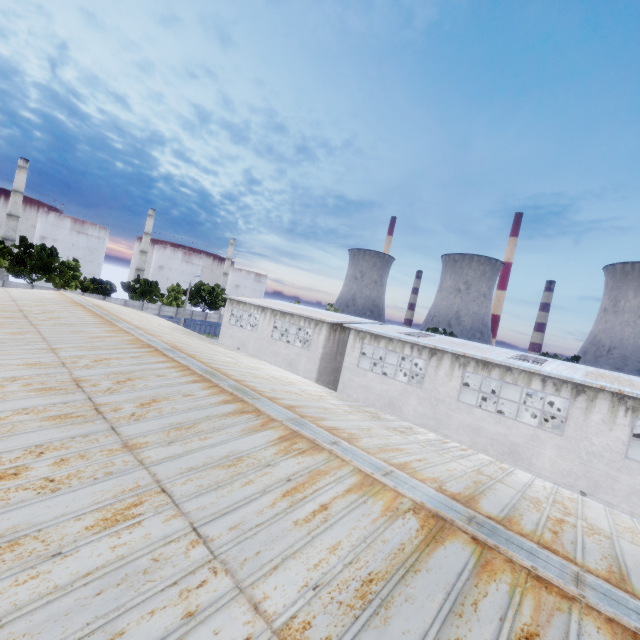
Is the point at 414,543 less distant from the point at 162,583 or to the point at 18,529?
the point at 162,583

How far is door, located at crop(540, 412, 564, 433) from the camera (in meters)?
30.03

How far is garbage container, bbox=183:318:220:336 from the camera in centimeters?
5541cm

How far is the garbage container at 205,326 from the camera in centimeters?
5541cm

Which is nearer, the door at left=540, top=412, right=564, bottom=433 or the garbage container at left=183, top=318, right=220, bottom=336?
A: the door at left=540, top=412, right=564, bottom=433

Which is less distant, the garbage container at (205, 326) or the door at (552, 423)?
the door at (552, 423)

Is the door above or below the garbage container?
above
